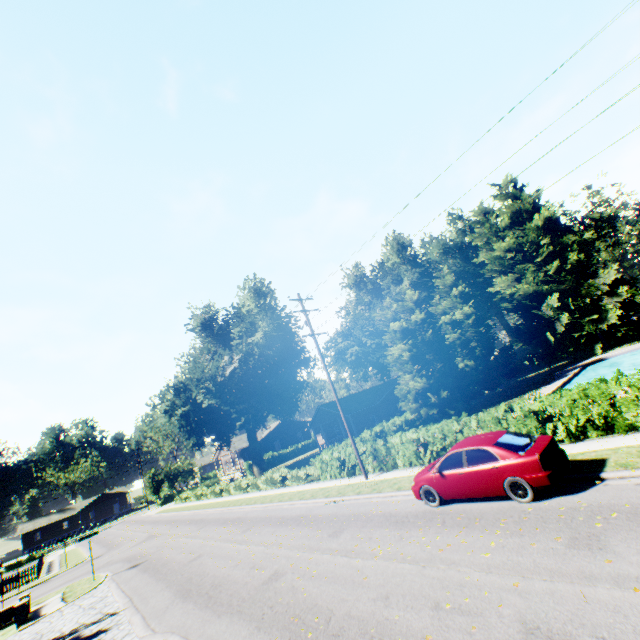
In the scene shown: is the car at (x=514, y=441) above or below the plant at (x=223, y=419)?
below

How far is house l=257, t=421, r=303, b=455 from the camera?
55.62m

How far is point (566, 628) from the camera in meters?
4.6

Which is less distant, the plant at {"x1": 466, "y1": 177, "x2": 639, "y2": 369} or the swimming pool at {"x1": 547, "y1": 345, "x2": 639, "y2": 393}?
the swimming pool at {"x1": 547, "y1": 345, "x2": 639, "y2": 393}

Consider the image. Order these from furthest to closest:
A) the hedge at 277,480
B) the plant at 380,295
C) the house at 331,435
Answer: the plant at 380,295 < the house at 331,435 < the hedge at 277,480

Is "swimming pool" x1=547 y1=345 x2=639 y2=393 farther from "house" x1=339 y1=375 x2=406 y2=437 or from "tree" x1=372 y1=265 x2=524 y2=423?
"house" x1=339 y1=375 x2=406 y2=437

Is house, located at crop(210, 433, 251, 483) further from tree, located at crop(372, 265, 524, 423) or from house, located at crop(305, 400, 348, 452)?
tree, located at crop(372, 265, 524, 423)

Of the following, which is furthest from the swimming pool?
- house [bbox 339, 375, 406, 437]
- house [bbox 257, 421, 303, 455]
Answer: house [bbox 257, 421, 303, 455]
